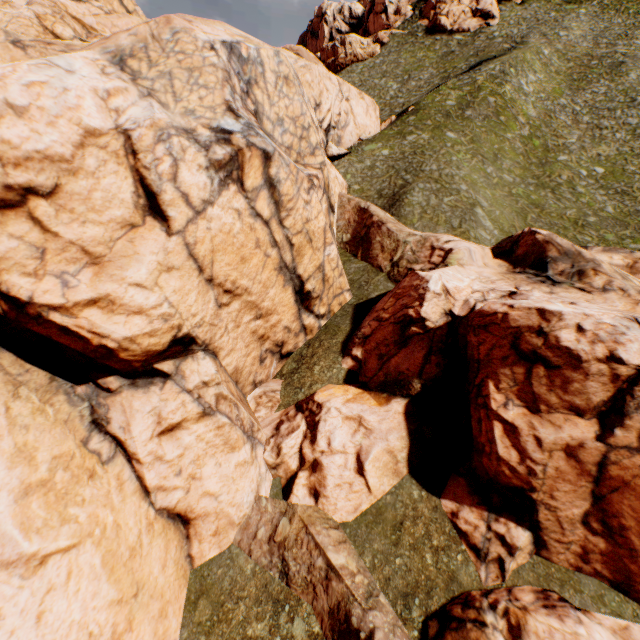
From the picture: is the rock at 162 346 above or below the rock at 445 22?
below

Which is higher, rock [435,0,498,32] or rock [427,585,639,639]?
rock [435,0,498,32]

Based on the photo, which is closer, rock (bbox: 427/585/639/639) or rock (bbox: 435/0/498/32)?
rock (bbox: 427/585/639/639)

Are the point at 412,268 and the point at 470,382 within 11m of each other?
yes
